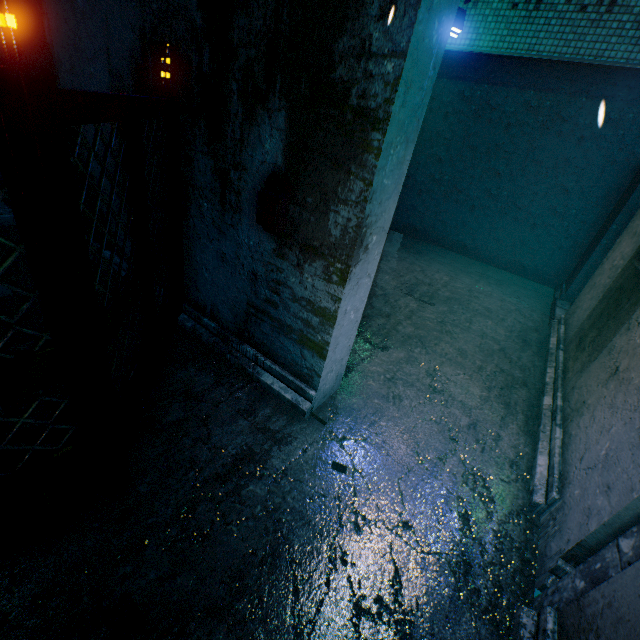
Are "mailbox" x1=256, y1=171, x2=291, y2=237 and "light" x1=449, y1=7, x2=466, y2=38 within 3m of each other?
no

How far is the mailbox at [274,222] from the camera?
1.9m

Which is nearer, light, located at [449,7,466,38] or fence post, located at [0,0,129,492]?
fence post, located at [0,0,129,492]

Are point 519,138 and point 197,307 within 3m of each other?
no

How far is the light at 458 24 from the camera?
4.4 meters

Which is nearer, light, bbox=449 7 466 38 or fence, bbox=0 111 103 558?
fence, bbox=0 111 103 558

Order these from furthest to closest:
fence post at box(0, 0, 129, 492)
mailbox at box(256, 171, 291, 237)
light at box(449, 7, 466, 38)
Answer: light at box(449, 7, 466, 38)
mailbox at box(256, 171, 291, 237)
fence post at box(0, 0, 129, 492)

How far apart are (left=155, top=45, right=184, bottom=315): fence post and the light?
3.88m
